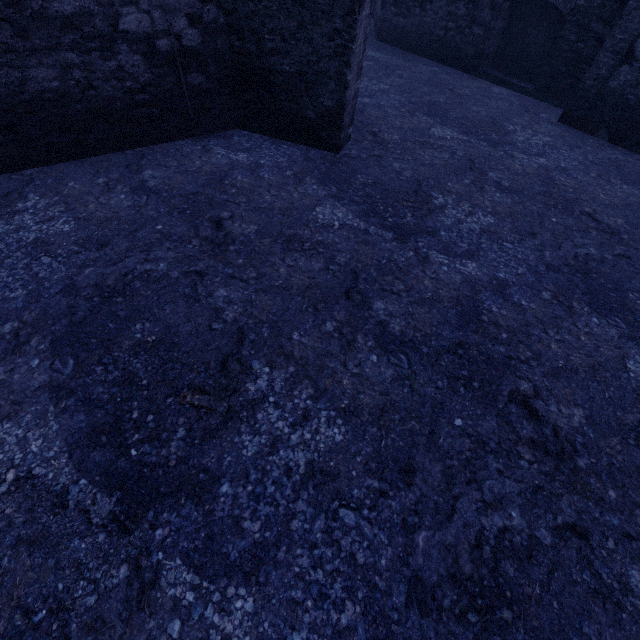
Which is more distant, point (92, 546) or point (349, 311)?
point (349, 311)
